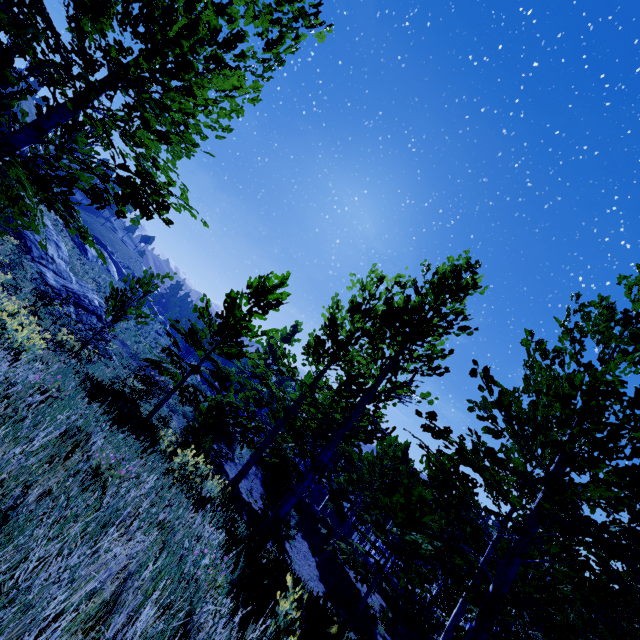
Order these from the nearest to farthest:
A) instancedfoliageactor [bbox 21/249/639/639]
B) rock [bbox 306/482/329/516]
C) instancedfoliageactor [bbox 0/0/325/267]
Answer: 1. instancedfoliageactor [bbox 0/0/325/267]
2. instancedfoliageactor [bbox 21/249/639/639]
3. rock [bbox 306/482/329/516]

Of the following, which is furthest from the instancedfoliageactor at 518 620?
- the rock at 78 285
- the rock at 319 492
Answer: the rock at 78 285

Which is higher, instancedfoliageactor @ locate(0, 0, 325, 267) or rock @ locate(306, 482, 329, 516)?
instancedfoliageactor @ locate(0, 0, 325, 267)

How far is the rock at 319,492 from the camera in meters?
32.8

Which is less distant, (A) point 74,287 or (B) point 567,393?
(B) point 567,393

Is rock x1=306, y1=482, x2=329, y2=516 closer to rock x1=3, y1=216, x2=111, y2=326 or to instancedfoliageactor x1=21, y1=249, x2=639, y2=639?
instancedfoliageactor x1=21, y1=249, x2=639, y2=639

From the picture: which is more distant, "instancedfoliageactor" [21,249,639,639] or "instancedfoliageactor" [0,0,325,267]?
"instancedfoliageactor" [21,249,639,639]

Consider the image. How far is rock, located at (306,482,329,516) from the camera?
32.8m
